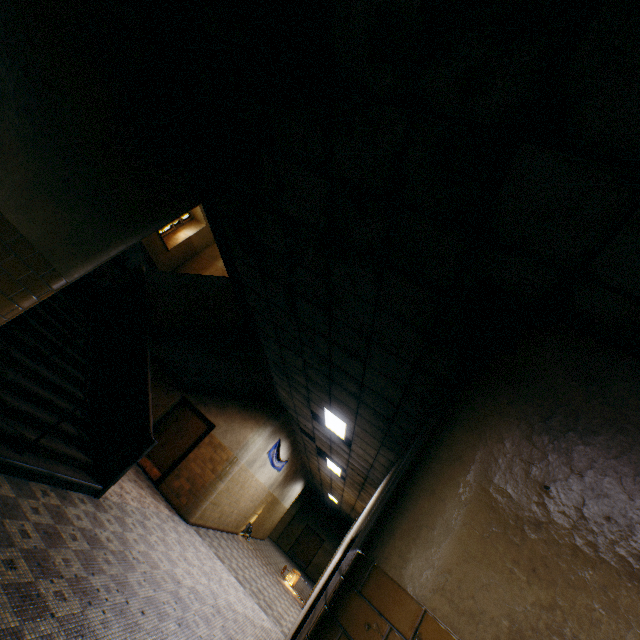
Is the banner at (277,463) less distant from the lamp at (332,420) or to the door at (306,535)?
the lamp at (332,420)

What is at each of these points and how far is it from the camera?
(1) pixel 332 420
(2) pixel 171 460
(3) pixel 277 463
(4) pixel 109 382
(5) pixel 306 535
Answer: (1) lamp, 7.82m
(2) door, 9.61m
(3) banner, 12.52m
(4) stairs, 6.70m
(5) door, 22.45m

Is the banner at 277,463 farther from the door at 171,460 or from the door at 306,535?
the door at 306,535

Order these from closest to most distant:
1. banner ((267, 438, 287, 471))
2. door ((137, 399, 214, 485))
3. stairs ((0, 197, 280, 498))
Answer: stairs ((0, 197, 280, 498)), door ((137, 399, 214, 485)), banner ((267, 438, 287, 471))

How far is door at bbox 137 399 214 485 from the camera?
9.5 meters

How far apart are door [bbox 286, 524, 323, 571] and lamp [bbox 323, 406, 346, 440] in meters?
18.5 m

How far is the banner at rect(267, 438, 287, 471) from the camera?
11.16m

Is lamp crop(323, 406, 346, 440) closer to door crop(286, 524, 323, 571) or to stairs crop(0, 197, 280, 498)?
stairs crop(0, 197, 280, 498)
